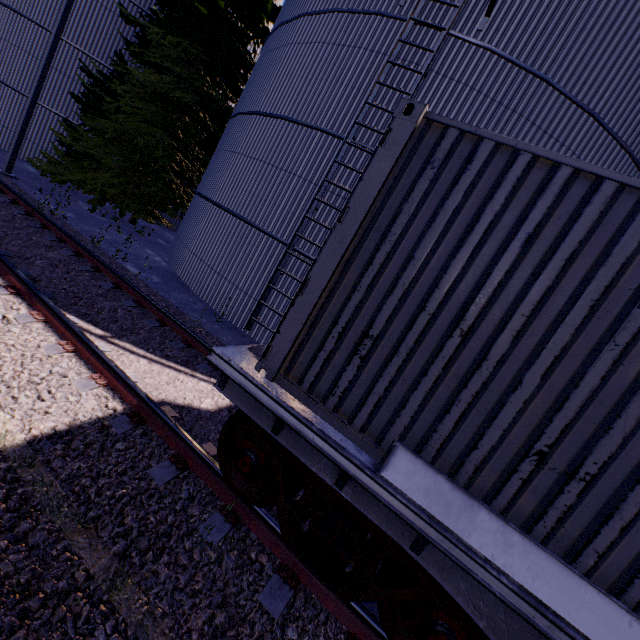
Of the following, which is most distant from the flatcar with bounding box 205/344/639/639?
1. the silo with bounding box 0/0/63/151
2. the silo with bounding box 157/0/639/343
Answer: the silo with bounding box 0/0/63/151

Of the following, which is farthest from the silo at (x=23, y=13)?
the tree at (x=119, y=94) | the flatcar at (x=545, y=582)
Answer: the flatcar at (x=545, y=582)

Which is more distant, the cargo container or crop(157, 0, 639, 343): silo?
crop(157, 0, 639, 343): silo

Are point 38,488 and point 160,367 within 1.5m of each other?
no

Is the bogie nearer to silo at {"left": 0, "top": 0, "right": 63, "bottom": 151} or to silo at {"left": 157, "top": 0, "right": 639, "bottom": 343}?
silo at {"left": 157, "top": 0, "right": 639, "bottom": 343}

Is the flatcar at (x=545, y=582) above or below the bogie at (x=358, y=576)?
above

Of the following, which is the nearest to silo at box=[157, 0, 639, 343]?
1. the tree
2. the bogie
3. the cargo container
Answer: the tree

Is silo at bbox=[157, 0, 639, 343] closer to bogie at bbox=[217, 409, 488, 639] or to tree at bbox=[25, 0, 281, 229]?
tree at bbox=[25, 0, 281, 229]
